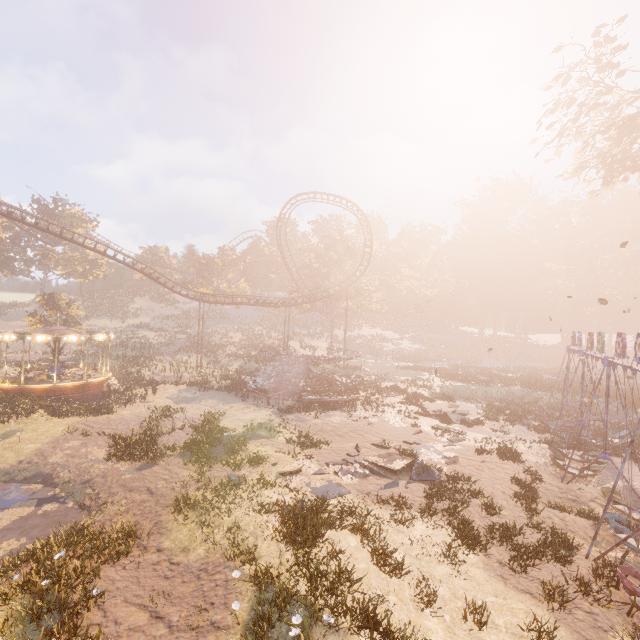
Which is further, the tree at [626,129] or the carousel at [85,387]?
the carousel at [85,387]

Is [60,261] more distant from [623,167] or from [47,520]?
[623,167]

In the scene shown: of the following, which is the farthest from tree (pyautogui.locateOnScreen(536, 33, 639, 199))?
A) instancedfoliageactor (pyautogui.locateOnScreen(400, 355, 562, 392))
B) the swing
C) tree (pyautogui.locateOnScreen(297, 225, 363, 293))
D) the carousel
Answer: the carousel

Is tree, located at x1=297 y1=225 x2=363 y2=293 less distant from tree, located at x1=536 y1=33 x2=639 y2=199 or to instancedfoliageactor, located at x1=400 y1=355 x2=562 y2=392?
instancedfoliageactor, located at x1=400 y1=355 x2=562 y2=392

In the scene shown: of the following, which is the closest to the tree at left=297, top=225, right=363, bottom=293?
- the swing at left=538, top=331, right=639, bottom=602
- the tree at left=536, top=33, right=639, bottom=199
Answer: the swing at left=538, top=331, right=639, bottom=602

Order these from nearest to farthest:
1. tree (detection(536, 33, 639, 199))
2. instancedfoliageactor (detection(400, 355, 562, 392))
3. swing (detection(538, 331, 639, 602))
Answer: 1. swing (detection(538, 331, 639, 602))
2. tree (detection(536, 33, 639, 199))
3. instancedfoliageactor (detection(400, 355, 562, 392))

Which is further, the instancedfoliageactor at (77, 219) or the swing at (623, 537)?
the instancedfoliageactor at (77, 219)

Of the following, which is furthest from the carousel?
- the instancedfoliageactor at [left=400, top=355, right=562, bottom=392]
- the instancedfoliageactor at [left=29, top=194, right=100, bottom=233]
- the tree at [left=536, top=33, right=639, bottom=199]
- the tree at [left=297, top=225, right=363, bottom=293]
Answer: the tree at [left=536, top=33, right=639, bottom=199]
